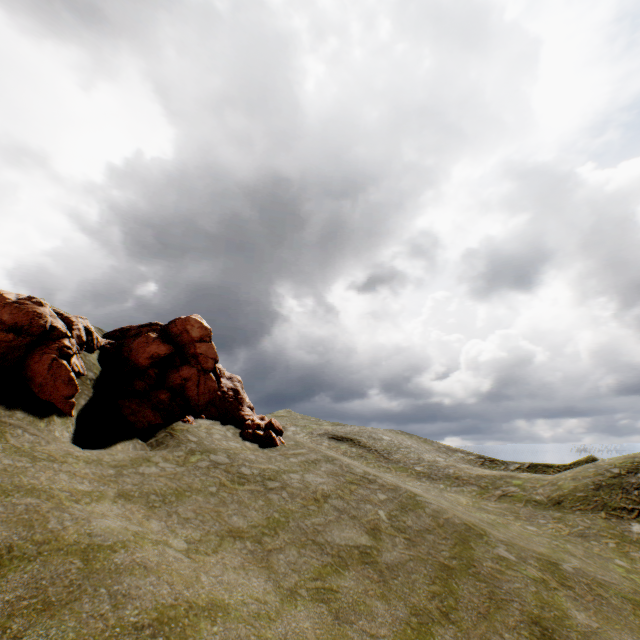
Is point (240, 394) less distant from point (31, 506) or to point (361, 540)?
point (361, 540)
